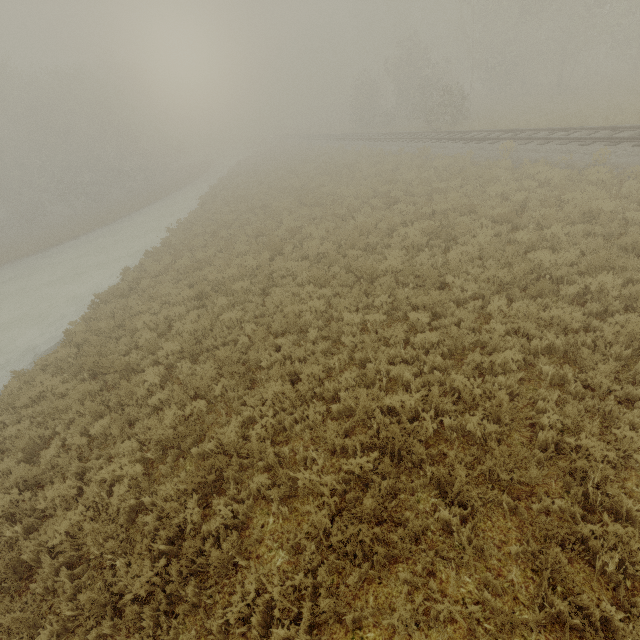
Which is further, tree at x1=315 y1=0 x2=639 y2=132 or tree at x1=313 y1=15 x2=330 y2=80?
tree at x1=313 y1=15 x2=330 y2=80

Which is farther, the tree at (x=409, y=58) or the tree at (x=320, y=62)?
the tree at (x=320, y=62)

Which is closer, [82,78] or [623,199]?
[623,199]

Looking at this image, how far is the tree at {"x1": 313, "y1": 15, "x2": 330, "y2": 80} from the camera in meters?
49.9 m

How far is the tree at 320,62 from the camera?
49.86m
